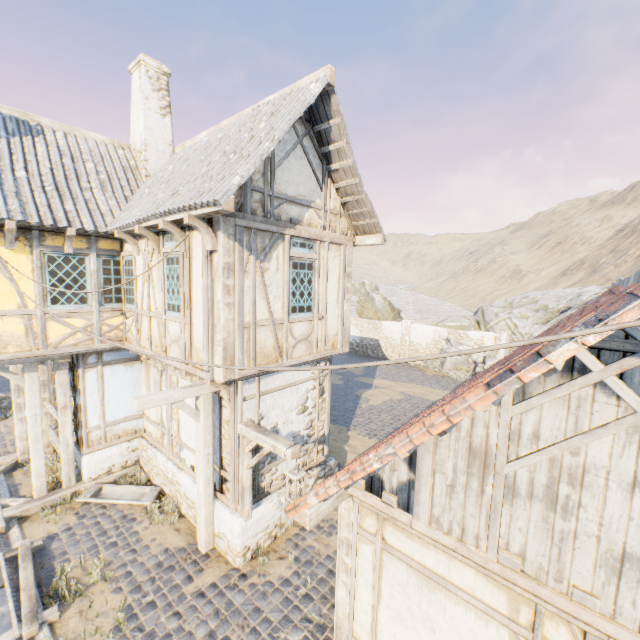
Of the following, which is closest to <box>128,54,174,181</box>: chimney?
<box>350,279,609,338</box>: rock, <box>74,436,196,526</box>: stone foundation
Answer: <box>74,436,196,526</box>: stone foundation

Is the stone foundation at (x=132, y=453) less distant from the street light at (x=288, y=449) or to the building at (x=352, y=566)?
the street light at (x=288, y=449)

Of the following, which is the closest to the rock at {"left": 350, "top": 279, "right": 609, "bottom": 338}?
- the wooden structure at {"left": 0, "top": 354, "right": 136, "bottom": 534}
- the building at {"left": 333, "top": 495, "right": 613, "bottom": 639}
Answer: the building at {"left": 333, "top": 495, "right": 613, "bottom": 639}

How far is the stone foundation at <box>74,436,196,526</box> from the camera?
7.9 meters

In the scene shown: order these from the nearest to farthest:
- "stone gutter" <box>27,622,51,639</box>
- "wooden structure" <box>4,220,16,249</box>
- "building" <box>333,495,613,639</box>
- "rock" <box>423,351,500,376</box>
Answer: "building" <box>333,495,613,639</box> < "stone gutter" <box>27,622,51,639</box> < "wooden structure" <box>4,220,16,249</box> < "rock" <box>423,351,500,376</box>

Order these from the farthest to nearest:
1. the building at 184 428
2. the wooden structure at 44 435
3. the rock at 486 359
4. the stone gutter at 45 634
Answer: the rock at 486 359 → the wooden structure at 44 435 → the building at 184 428 → the stone gutter at 45 634

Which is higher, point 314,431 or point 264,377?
point 264,377

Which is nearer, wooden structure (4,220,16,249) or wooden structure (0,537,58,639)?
wooden structure (0,537,58,639)
